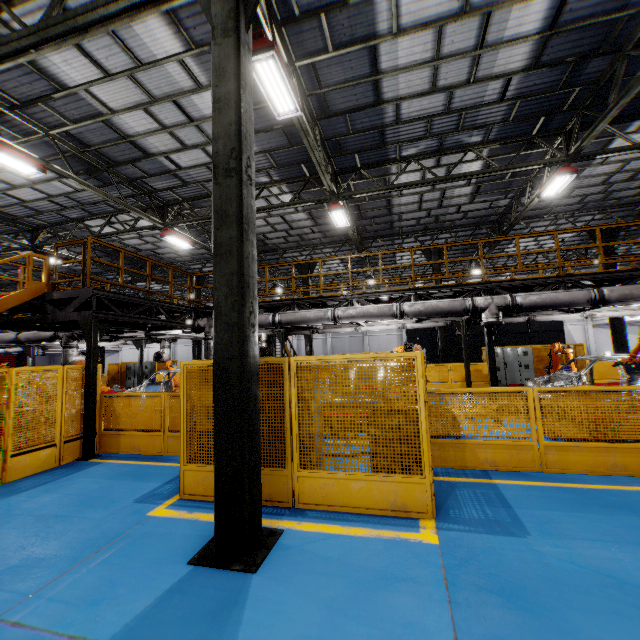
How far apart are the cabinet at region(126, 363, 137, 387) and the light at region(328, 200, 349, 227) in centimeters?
1704cm

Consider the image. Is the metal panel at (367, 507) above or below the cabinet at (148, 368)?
below

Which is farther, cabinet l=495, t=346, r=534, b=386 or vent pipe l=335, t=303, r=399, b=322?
cabinet l=495, t=346, r=534, b=386

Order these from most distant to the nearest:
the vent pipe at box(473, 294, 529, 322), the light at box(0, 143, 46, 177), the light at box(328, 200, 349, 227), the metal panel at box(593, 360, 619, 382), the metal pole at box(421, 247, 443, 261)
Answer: the metal pole at box(421, 247, 443, 261), the metal panel at box(593, 360, 619, 382), the light at box(328, 200, 349, 227), the vent pipe at box(473, 294, 529, 322), the light at box(0, 143, 46, 177)

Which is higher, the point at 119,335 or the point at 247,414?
the point at 119,335

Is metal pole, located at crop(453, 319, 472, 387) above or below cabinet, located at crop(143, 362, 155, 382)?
above

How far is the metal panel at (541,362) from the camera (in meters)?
17.17

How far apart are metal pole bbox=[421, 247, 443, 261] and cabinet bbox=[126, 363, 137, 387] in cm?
1904
